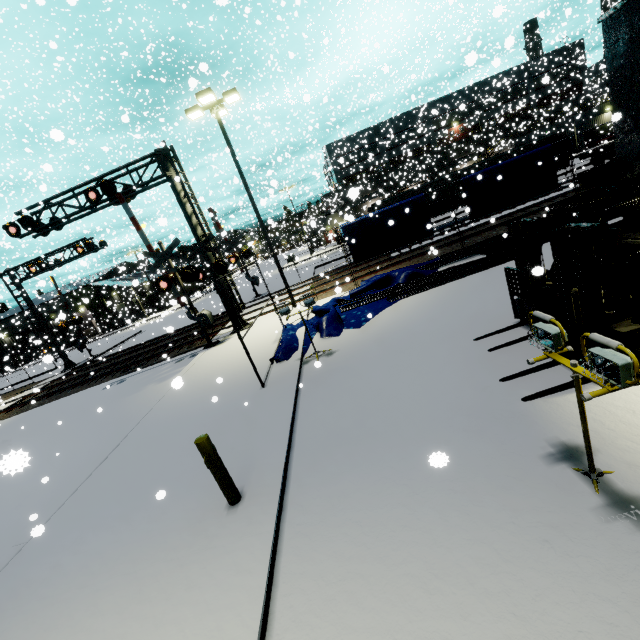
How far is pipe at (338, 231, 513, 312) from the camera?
11.59m

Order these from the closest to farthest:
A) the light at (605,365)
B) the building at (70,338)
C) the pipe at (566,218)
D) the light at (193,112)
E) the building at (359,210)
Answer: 1. the light at (605,365)
2. the building at (359,210)
3. the pipe at (566,218)
4. the light at (193,112)
5. the building at (70,338)

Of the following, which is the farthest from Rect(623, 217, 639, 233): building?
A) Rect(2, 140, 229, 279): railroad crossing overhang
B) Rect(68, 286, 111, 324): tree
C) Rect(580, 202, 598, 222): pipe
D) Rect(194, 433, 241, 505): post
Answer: Rect(194, 433, 241, 505): post

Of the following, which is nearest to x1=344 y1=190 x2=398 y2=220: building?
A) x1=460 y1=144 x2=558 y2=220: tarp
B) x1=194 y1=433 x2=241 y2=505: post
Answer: x1=460 y1=144 x2=558 y2=220: tarp

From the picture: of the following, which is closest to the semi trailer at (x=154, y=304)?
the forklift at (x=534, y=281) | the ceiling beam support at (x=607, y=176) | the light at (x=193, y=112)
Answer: the light at (x=193, y=112)

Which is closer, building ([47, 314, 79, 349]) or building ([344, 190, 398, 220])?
building ([344, 190, 398, 220])

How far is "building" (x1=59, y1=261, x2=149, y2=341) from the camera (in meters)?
40.72

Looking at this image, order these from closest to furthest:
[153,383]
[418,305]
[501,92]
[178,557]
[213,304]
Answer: [178,557]
[418,305]
[153,383]
[213,304]
[501,92]
